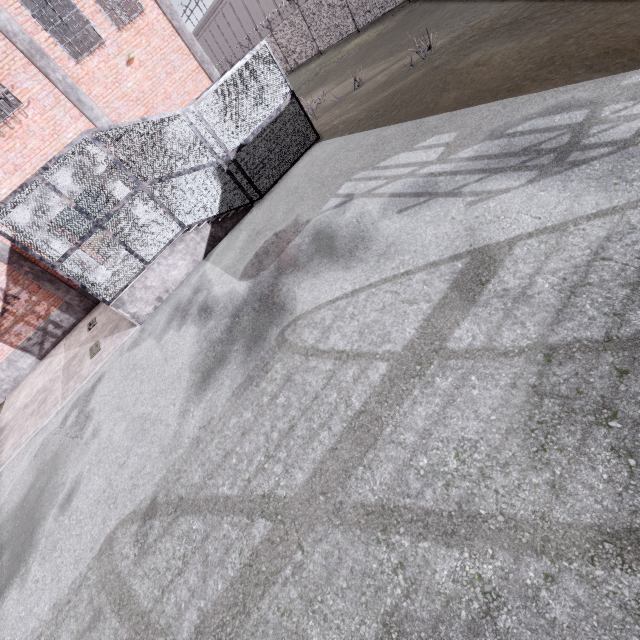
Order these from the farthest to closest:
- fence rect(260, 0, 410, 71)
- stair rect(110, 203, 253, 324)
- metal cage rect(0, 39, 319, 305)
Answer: fence rect(260, 0, 410, 71) < stair rect(110, 203, 253, 324) < metal cage rect(0, 39, 319, 305)

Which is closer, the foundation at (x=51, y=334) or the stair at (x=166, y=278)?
the stair at (x=166, y=278)

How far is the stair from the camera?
9.18m

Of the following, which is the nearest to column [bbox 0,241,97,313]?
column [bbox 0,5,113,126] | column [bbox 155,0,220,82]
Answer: column [bbox 0,5,113,126]

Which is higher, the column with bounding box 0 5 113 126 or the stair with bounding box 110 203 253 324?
the column with bounding box 0 5 113 126

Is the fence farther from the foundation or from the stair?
the stair

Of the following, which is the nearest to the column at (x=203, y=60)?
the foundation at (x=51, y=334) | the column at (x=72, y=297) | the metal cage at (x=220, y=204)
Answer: the metal cage at (x=220, y=204)

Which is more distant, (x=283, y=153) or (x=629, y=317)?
(x=283, y=153)
